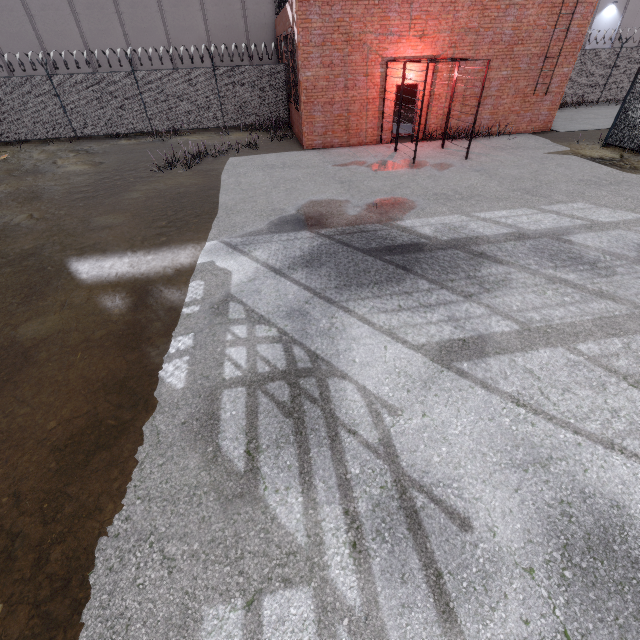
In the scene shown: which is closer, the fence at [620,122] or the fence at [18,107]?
the fence at [620,122]

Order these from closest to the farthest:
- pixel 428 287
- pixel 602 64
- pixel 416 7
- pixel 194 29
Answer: pixel 428 287, pixel 416 7, pixel 602 64, pixel 194 29

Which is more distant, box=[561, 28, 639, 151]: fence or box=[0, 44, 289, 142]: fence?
box=[0, 44, 289, 142]: fence
